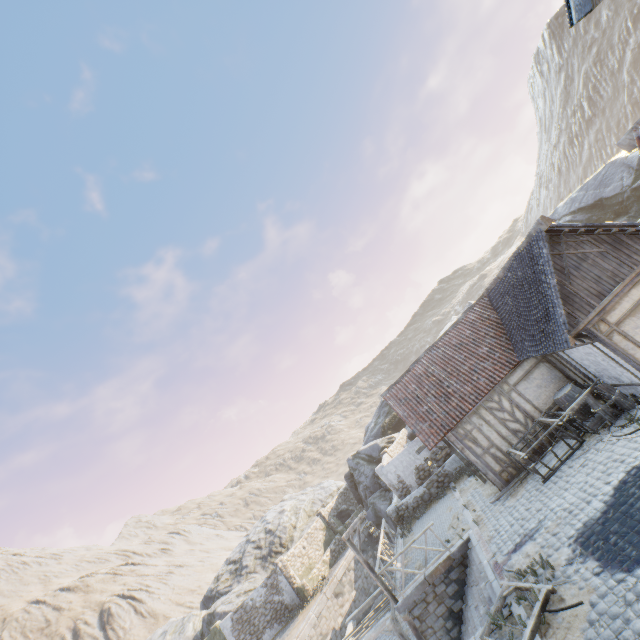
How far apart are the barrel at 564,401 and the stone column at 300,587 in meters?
21.1 m

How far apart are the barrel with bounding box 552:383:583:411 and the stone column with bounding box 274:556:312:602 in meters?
21.1 m

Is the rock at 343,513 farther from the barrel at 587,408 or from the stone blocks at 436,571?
the barrel at 587,408

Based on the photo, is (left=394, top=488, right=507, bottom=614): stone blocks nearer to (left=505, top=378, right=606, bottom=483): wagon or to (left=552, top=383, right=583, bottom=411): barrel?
(left=505, top=378, right=606, bottom=483): wagon

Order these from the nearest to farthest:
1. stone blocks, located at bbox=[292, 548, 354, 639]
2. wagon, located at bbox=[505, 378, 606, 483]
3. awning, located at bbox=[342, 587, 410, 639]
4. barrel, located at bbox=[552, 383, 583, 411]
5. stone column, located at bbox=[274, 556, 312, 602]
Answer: wagon, located at bbox=[505, 378, 606, 483]
barrel, located at bbox=[552, 383, 583, 411]
awning, located at bbox=[342, 587, 410, 639]
stone blocks, located at bbox=[292, 548, 354, 639]
stone column, located at bbox=[274, 556, 312, 602]

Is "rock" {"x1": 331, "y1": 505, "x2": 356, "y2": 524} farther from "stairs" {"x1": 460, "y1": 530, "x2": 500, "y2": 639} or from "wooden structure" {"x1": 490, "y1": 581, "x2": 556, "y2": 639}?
"wooden structure" {"x1": 490, "y1": 581, "x2": 556, "y2": 639}

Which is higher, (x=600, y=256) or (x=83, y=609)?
(x=83, y=609)

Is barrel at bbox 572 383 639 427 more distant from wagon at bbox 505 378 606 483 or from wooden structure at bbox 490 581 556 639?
wooden structure at bbox 490 581 556 639
